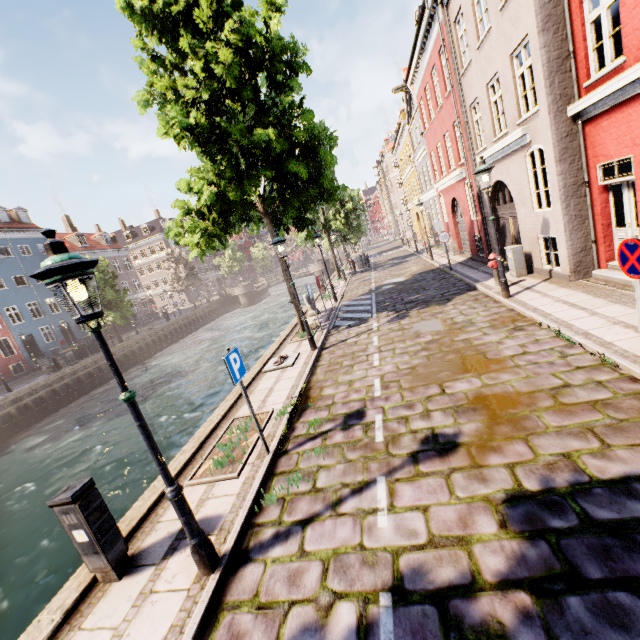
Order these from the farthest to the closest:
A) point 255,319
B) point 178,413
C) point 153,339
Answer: point 255,319 < point 153,339 < point 178,413

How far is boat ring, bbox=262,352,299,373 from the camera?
9.5 meters

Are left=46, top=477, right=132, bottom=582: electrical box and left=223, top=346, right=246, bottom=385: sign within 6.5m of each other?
yes

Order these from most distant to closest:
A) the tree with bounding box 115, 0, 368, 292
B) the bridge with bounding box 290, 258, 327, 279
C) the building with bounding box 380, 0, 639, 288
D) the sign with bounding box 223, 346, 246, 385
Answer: the bridge with bounding box 290, 258, 327, 279 < the tree with bounding box 115, 0, 368, 292 < the building with bounding box 380, 0, 639, 288 < the sign with bounding box 223, 346, 246, 385

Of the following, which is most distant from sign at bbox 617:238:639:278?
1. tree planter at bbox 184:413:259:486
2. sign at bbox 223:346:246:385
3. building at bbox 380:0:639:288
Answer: building at bbox 380:0:639:288

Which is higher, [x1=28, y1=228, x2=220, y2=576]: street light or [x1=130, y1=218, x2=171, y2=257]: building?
[x1=130, y1=218, x2=171, y2=257]: building

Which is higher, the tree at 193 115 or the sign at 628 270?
the tree at 193 115

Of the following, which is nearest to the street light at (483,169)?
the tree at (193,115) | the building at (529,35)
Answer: the tree at (193,115)
